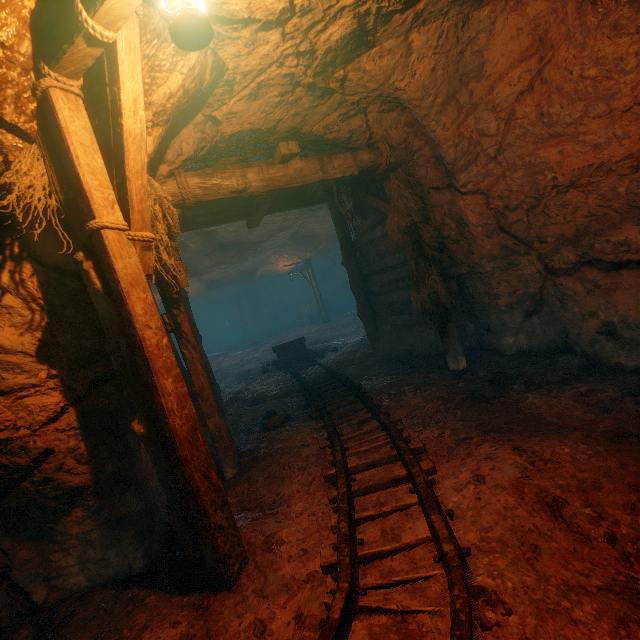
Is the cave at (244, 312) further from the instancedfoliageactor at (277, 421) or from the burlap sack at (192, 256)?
the instancedfoliageactor at (277, 421)

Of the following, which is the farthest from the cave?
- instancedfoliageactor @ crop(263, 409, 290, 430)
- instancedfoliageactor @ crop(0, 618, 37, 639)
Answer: instancedfoliageactor @ crop(0, 618, 37, 639)

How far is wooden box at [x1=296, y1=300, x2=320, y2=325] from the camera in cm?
2597

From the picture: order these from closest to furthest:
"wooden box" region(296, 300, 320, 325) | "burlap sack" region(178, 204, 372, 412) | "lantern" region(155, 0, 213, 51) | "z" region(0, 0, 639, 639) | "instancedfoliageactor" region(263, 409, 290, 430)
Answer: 1. "lantern" region(155, 0, 213, 51)
2. "z" region(0, 0, 639, 639)
3. "instancedfoliageactor" region(263, 409, 290, 430)
4. "burlap sack" region(178, 204, 372, 412)
5. "wooden box" region(296, 300, 320, 325)

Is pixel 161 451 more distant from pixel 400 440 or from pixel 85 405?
pixel 400 440

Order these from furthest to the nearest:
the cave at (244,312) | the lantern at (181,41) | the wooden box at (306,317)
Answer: the cave at (244,312) < the wooden box at (306,317) < the lantern at (181,41)

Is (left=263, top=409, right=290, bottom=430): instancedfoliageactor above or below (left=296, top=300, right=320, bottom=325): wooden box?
below

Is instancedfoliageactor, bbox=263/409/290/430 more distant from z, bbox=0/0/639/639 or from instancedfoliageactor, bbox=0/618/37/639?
instancedfoliageactor, bbox=0/618/37/639
